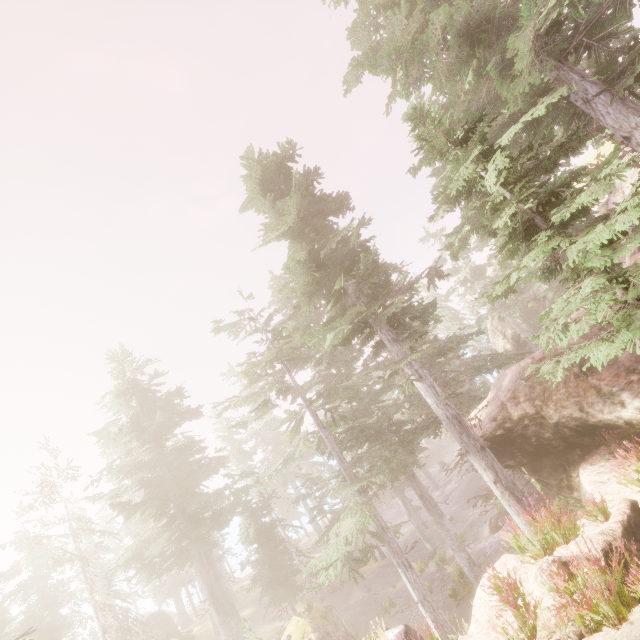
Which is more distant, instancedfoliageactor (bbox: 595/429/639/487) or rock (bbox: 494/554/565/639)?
instancedfoliageactor (bbox: 595/429/639/487)

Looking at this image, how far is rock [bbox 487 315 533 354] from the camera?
40.5m

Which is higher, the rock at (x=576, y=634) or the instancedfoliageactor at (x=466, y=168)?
the instancedfoliageactor at (x=466, y=168)

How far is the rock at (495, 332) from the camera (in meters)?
40.46

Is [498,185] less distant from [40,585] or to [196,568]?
[196,568]

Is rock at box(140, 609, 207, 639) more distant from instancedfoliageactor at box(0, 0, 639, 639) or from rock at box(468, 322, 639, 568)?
rock at box(468, 322, 639, 568)

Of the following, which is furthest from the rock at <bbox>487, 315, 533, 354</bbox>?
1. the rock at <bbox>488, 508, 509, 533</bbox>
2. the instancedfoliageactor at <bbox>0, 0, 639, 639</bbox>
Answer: the rock at <bbox>488, 508, 509, 533</bbox>
